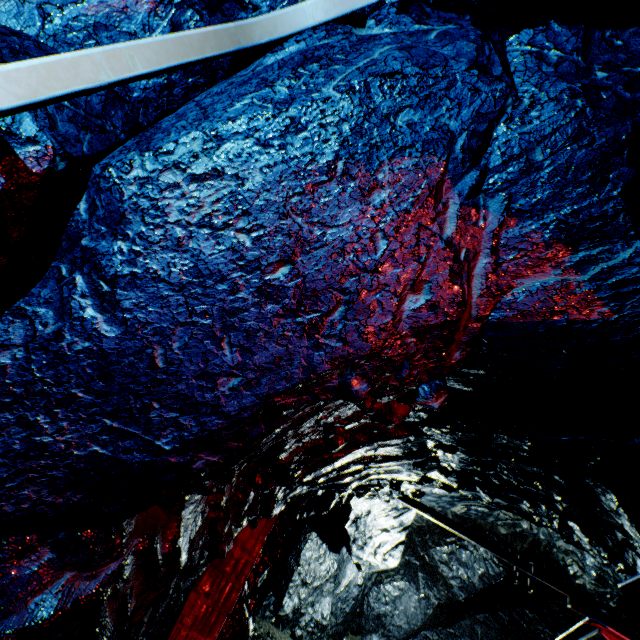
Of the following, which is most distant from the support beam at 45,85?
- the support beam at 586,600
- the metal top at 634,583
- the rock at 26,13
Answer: the support beam at 586,600

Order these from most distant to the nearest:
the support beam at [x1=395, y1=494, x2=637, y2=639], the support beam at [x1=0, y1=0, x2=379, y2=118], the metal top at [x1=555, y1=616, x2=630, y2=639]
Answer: the support beam at [x1=395, y1=494, x2=637, y2=639], the metal top at [x1=555, y1=616, x2=630, y2=639], the support beam at [x1=0, y1=0, x2=379, y2=118]

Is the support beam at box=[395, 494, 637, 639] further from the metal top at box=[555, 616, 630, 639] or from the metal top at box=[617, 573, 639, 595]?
the metal top at box=[617, 573, 639, 595]

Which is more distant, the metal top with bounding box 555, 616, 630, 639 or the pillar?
the pillar

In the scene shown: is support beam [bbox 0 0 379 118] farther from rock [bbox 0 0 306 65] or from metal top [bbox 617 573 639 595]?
metal top [bbox 617 573 639 595]

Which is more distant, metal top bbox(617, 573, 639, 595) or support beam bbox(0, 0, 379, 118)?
metal top bbox(617, 573, 639, 595)

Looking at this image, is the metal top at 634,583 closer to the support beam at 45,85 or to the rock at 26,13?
the rock at 26,13

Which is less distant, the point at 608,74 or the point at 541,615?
the point at 608,74
